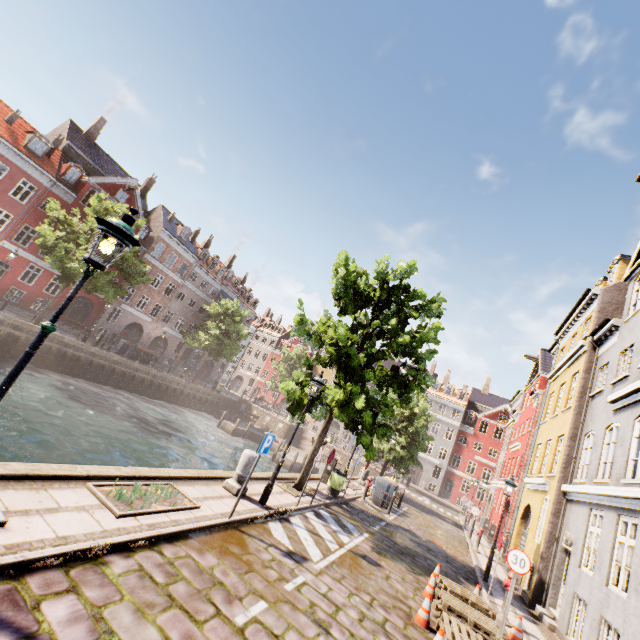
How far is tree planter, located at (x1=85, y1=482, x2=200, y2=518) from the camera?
5.3 meters

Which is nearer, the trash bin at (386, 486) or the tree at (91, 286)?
the trash bin at (386, 486)

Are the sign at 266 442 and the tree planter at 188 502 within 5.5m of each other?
yes

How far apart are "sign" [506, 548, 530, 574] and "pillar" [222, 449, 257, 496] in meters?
6.9 m

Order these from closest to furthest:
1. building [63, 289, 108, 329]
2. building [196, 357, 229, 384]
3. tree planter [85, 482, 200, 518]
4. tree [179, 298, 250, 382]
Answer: tree planter [85, 482, 200, 518] → building [63, 289, 108, 329] → tree [179, 298, 250, 382] → building [196, 357, 229, 384]

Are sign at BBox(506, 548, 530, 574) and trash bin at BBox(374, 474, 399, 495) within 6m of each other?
no

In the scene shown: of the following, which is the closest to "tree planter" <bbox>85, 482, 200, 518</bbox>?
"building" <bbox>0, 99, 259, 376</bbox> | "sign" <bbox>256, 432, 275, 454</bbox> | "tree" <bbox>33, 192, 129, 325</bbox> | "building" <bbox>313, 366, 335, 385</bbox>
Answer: "sign" <bbox>256, 432, 275, 454</bbox>

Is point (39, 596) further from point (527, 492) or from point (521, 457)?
point (521, 457)
